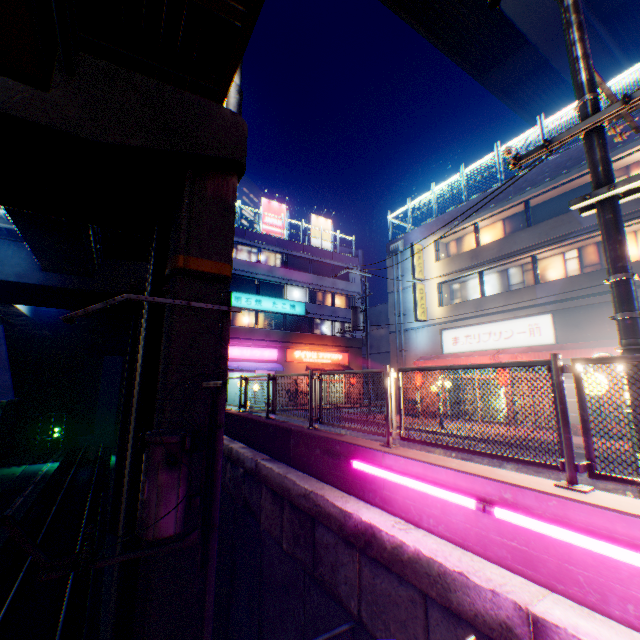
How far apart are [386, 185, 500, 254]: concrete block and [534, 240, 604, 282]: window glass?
3.43m

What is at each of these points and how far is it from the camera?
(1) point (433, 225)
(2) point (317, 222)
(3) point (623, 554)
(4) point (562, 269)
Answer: (1) concrete block, 21.3 meters
(2) billboard, 35.8 meters
(3) street lamp, 2.4 meters
(4) window glass, 15.5 meters

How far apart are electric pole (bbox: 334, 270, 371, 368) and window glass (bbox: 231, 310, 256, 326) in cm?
959

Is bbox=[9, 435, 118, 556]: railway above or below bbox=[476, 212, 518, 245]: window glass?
below

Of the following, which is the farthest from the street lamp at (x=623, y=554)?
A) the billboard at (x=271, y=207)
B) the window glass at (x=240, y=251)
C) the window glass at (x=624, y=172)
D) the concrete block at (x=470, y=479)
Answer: the billboard at (x=271, y=207)

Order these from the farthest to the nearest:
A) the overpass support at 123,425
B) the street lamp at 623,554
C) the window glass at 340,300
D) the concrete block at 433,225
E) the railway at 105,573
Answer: the window glass at 340,300, the concrete block at 433,225, the railway at 105,573, the overpass support at 123,425, the street lamp at 623,554

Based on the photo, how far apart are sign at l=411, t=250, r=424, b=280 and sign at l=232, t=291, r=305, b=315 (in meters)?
12.27

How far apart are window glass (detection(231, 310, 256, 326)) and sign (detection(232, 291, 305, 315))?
0.5 meters
